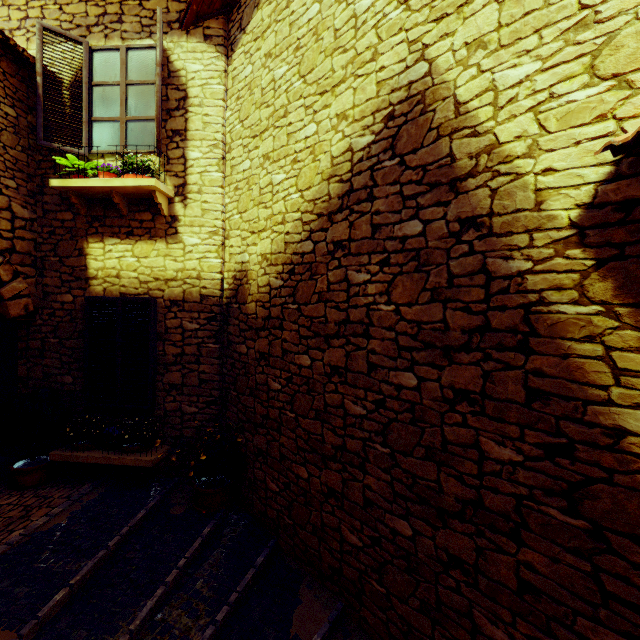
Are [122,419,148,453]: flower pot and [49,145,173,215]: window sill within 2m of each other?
no

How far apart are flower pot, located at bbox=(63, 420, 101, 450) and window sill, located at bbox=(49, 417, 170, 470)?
0.1m

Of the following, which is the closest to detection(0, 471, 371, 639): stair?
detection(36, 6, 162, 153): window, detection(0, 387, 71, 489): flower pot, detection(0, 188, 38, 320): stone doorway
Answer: detection(0, 387, 71, 489): flower pot

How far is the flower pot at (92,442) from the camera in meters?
4.5

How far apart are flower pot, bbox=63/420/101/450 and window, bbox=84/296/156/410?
0.5 meters

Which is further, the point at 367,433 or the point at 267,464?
the point at 267,464

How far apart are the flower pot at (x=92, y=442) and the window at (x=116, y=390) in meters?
0.5 m

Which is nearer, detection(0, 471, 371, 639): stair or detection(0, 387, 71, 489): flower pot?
detection(0, 471, 371, 639): stair
